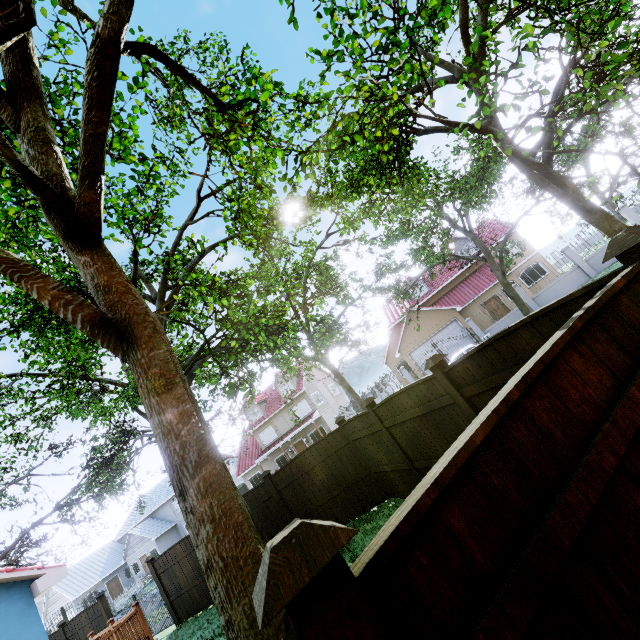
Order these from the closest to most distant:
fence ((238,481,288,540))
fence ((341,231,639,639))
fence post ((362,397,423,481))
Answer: fence ((341,231,639,639))
fence post ((362,397,423,481))
fence ((238,481,288,540))

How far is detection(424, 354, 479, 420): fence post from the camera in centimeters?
471cm

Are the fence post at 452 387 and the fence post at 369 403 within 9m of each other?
yes

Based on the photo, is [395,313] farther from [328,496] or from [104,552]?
[104,552]

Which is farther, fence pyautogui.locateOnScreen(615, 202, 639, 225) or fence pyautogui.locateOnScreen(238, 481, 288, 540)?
fence pyautogui.locateOnScreen(615, 202, 639, 225)

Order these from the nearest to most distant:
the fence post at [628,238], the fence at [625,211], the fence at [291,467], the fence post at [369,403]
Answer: the fence post at [628,238] < the fence post at [369,403] < the fence at [291,467] < the fence at [625,211]

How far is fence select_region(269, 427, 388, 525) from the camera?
9.3 meters

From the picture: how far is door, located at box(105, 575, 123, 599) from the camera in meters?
38.2 m
